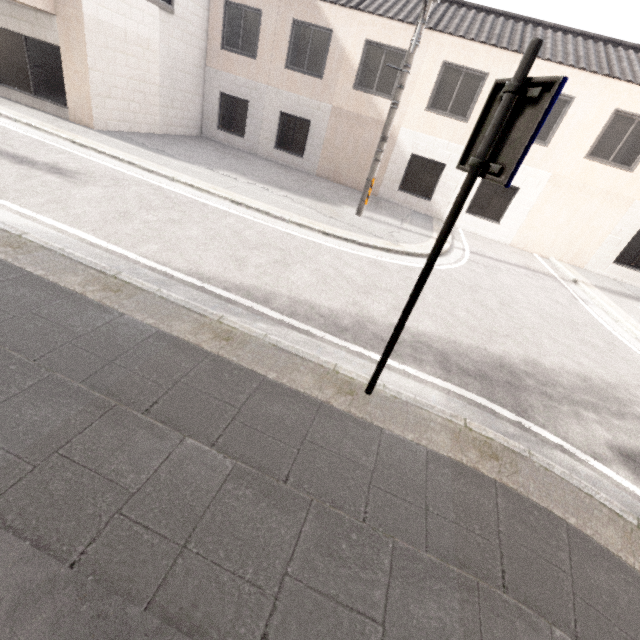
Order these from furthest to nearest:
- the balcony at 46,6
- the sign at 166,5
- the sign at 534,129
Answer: the sign at 166,5, the balcony at 46,6, the sign at 534,129

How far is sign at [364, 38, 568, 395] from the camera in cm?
192

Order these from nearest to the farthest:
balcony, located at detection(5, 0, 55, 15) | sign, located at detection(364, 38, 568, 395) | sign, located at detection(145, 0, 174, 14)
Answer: sign, located at detection(364, 38, 568, 395) < balcony, located at detection(5, 0, 55, 15) < sign, located at detection(145, 0, 174, 14)

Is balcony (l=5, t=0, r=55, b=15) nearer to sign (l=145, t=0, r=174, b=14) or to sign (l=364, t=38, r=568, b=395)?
sign (l=145, t=0, r=174, b=14)

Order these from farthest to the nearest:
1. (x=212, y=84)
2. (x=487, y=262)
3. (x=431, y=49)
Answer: (x=212, y=84), (x=431, y=49), (x=487, y=262)

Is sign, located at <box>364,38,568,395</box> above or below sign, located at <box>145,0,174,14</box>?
below

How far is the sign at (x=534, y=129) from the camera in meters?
1.9

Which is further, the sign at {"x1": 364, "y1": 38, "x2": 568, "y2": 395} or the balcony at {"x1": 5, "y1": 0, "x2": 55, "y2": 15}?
the balcony at {"x1": 5, "y1": 0, "x2": 55, "y2": 15}
